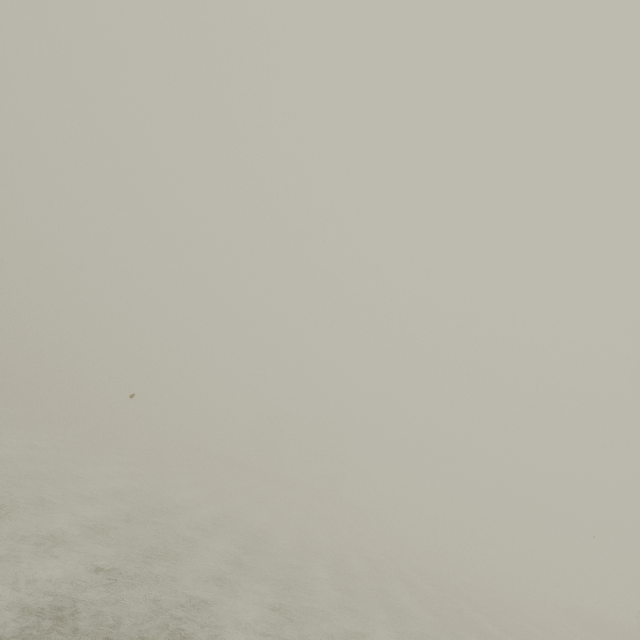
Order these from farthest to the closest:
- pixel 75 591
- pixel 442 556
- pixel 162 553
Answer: pixel 442 556 < pixel 162 553 < pixel 75 591
